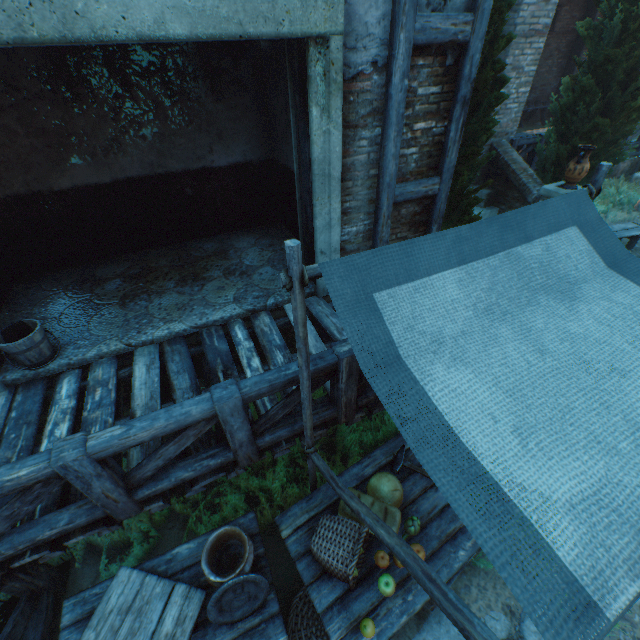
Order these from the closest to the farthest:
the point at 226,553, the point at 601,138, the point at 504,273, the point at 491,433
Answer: the point at 491,433 → the point at 504,273 → the point at 226,553 → the point at 601,138

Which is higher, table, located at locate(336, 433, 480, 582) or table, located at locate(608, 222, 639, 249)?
table, located at locate(336, 433, 480, 582)

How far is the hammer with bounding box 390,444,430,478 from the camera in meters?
3.0 m

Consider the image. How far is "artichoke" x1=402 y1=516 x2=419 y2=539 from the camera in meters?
2.6 m

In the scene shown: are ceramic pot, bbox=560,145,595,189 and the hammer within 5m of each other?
no

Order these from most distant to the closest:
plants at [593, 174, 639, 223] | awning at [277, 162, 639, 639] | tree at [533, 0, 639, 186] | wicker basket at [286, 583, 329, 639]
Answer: plants at [593, 174, 639, 223], tree at [533, 0, 639, 186], wicker basket at [286, 583, 329, 639], awning at [277, 162, 639, 639]

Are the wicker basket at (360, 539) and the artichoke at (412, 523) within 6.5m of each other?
yes

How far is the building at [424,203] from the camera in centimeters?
460cm
